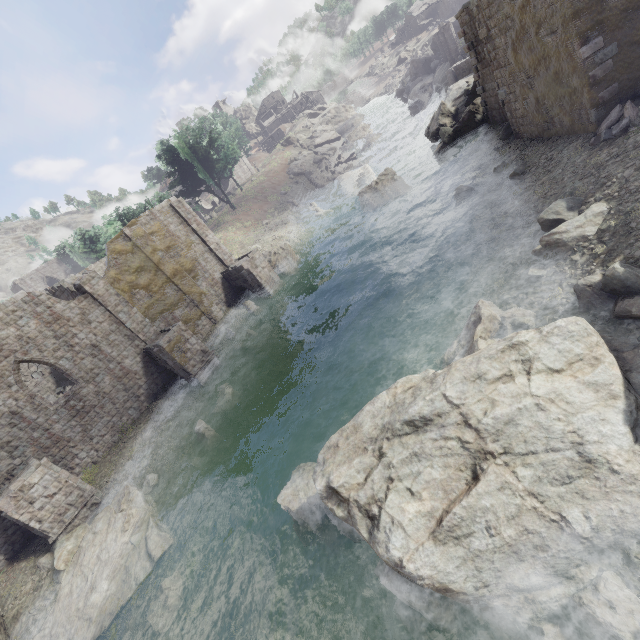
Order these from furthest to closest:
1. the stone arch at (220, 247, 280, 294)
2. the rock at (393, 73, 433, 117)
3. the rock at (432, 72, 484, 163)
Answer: the rock at (393, 73, 433, 117) < the stone arch at (220, 247, 280, 294) < the rock at (432, 72, 484, 163)

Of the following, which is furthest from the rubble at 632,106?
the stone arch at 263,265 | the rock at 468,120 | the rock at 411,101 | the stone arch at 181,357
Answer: the rock at 411,101

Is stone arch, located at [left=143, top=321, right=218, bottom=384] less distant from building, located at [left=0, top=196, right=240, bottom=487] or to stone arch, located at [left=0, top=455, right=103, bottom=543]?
building, located at [left=0, top=196, right=240, bottom=487]

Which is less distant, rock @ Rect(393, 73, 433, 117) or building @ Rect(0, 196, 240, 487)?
building @ Rect(0, 196, 240, 487)

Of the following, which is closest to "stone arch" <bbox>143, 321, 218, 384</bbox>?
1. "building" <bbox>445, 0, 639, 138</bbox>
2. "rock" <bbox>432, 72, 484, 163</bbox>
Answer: "building" <bbox>445, 0, 639, 138</bbox>

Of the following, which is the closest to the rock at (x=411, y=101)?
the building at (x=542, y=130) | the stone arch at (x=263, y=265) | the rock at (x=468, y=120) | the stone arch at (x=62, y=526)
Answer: the rock at (x=468, y=120)

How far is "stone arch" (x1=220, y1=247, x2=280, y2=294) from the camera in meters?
26.2

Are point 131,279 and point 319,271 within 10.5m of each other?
no
